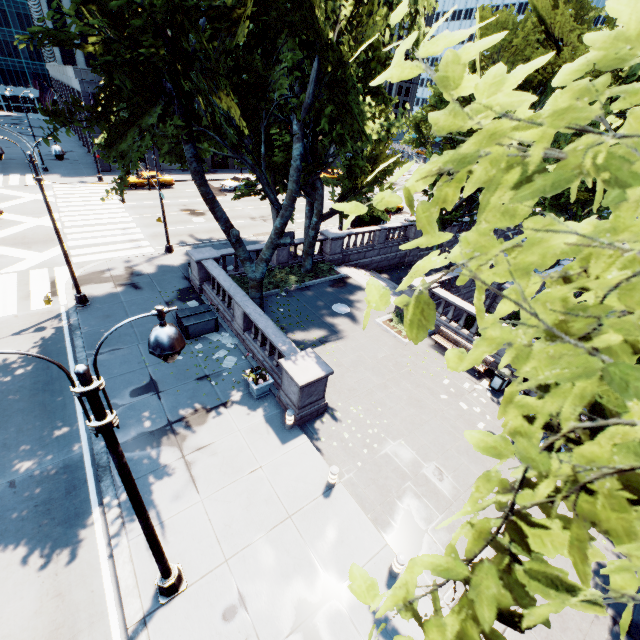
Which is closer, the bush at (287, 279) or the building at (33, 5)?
the bush at (287, 279)

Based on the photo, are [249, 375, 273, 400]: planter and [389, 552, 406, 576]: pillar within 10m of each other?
yes

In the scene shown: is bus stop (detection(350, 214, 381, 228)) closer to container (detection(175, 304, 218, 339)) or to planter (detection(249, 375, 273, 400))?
container (detection(175, 304, 218, 339))

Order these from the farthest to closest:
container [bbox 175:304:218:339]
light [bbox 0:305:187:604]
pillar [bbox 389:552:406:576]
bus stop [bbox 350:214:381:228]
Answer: bus stop [bbox 350:214:381:228], container [bbox 175:304:218:339], pillar [bbox 389:552:406:576], light [bbox 0:305:187:604]

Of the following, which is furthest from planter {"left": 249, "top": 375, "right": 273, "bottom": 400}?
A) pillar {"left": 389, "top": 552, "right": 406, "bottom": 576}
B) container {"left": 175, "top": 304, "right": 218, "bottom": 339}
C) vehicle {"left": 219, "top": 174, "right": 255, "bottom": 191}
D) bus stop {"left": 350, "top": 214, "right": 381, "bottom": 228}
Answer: vehicle {"left": 219, "top": 174, "right": 255, "bottom": 191}

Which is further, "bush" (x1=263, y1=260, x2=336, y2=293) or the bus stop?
the bus stop

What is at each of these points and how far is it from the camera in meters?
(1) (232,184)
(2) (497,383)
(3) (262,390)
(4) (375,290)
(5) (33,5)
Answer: (1) vehicle, 37.2
(2) garbage can, 14.3
(3) planter, 12.3
(4) tree, 1.9
(5) building, 54.9

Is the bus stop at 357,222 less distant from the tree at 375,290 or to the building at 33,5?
the tree at 375,290
